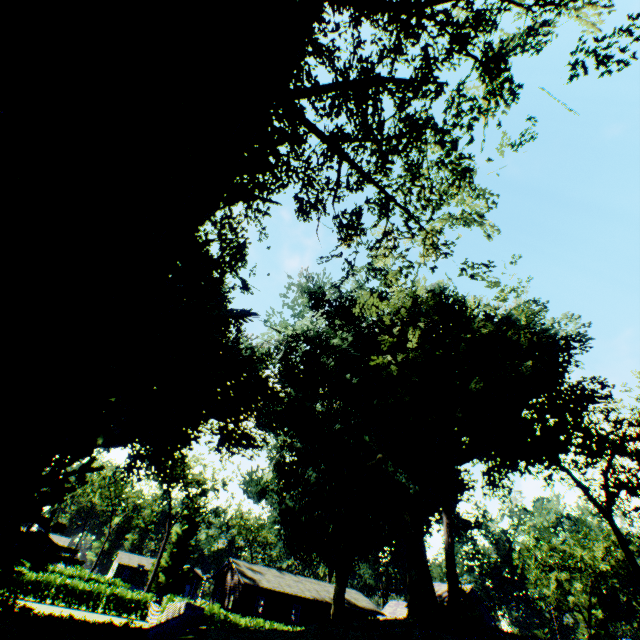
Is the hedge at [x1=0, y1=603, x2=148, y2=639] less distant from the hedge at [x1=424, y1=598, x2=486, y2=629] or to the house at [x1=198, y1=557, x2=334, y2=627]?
the hedge at [x1=424, y1=598, x2=486, y2=629]

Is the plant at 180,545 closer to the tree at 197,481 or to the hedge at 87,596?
the hedge at 87,596

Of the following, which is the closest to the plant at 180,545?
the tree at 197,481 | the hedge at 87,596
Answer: the hedge at 87,596

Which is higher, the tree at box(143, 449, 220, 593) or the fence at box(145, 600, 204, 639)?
the tree at box(143, 449, 220, 593)

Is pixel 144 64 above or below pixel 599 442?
below

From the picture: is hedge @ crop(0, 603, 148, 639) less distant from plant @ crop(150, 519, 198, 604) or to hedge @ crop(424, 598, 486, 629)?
plant @ crop(150, 519, 198, 604)

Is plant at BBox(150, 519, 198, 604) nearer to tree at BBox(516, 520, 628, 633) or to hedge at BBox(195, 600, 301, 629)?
hedge at BBox(195, 600, 301, 629)

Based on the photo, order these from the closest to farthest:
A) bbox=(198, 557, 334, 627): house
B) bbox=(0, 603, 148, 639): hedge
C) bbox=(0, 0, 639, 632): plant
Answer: bbox=(0, 0, 639, 632): plant < bbox=(0, 603, 148, 639): hedge < bbox=(198, 557, 334, 627): house
